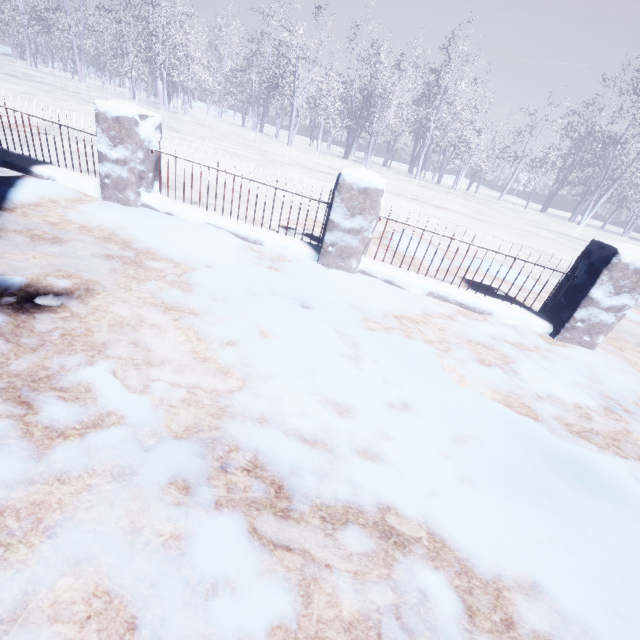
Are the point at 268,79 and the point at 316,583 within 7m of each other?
no
